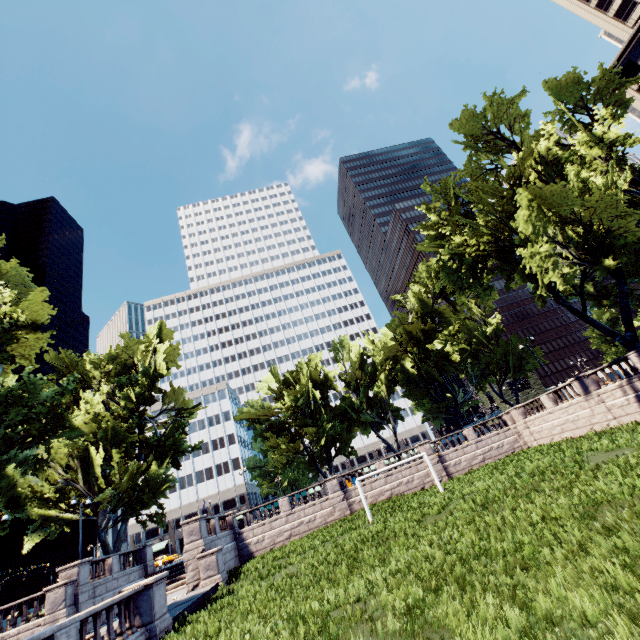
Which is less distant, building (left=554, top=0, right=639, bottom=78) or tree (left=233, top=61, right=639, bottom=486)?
tree (left=233, top=61, right=639, bottom=486)

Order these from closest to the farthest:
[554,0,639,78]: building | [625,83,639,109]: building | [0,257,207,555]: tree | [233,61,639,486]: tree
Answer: [0,257,207,555]: tree
[233,61,639,486]: tree
[554,0,639,78]: building
[625,83,639,109]: building

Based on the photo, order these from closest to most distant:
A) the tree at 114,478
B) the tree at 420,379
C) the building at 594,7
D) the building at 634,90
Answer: the tree at 114,478
the tree at 420,379
the building at 594,7
the building at 634,90

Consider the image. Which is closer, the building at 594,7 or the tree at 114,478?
the tree at 114,478

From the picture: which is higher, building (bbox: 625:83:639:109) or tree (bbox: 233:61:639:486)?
building (bbox: 625:83:639:109)

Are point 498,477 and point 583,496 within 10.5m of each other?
yes

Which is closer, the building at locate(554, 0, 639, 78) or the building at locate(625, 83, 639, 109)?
the building at locate(554, 0, 639, 78)
